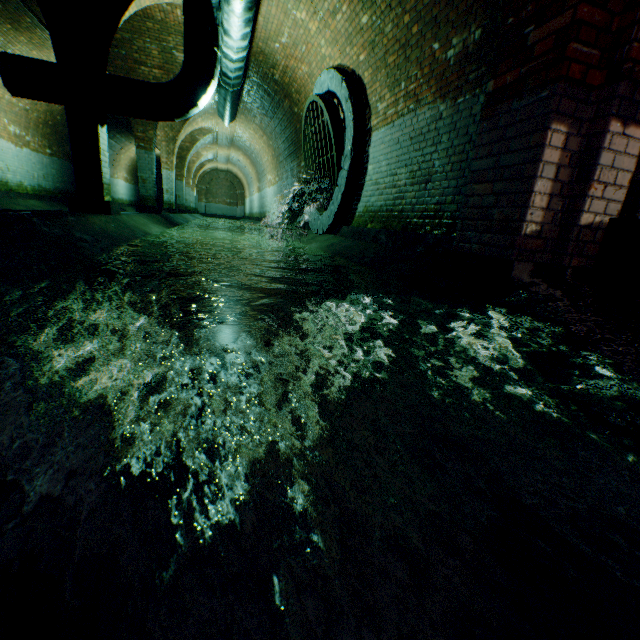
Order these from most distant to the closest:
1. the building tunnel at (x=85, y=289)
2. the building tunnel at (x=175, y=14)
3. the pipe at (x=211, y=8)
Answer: the building tunnel at (x=175, y=14), the pipe at (x=211, y=8), the building tunnel at (x=85, y=289)

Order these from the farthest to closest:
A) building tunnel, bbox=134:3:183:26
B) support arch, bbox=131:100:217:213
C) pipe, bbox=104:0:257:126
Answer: A:
support arch, bbox=131:100:217:213
building tunnel, bbox=134:3:183:26
pipe, bbox=104:0:257:126

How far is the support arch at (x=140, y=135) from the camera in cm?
970

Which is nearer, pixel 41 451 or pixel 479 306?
pixel 41 451

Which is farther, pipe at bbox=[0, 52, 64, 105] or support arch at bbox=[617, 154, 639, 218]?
pipe at bbox=[0, 52, 64, 105]

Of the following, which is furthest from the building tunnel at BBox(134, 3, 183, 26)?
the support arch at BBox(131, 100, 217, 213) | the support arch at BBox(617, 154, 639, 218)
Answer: the support arch at BBox(617, 154, 639, 218)

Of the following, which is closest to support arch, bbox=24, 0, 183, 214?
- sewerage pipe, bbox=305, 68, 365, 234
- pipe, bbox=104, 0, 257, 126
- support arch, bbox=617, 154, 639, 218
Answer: pipe, bbox=104, 0, 257, 126

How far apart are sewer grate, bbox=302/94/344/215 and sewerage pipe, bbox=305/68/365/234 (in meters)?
0.01
